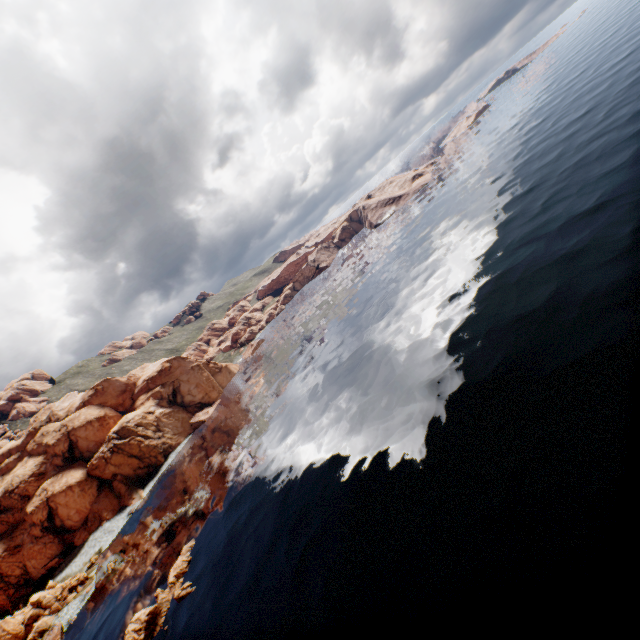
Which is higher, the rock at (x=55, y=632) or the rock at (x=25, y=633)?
the rock at (x=25, y=633)

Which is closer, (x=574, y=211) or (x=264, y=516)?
(x=264, y=516)

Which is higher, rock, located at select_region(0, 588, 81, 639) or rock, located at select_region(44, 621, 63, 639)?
rock, located at select_region(0, 588, 81, 639)

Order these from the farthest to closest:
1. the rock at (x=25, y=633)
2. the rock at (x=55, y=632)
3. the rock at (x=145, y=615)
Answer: the rock at (x=25, y=633), the rock at (x=55, y=632), the rock at (x=145, y=615)

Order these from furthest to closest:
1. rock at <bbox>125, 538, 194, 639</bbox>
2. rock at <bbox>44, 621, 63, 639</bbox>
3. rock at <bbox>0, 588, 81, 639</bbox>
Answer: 1. rock at <bbox>0, 588, 81, 639</bbox>
2. rock at <bbox>44, 621, 63, 639</bbox>
3. rock at <bbox>125, 538, 194, 639</bbox>

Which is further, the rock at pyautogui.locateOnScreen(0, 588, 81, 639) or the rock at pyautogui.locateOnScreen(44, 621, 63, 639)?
the rock at pyautogui.locateOnScreen(0, 588, 81, 639)
